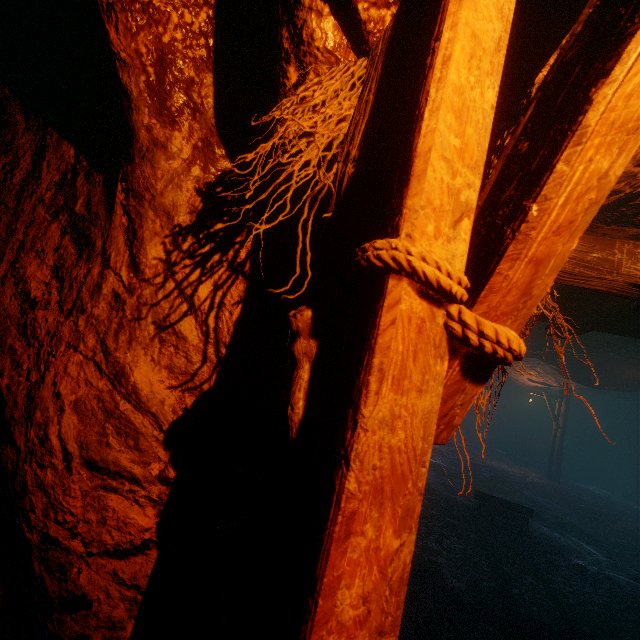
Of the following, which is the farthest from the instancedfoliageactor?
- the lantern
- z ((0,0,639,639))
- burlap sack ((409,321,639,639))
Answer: the lantern

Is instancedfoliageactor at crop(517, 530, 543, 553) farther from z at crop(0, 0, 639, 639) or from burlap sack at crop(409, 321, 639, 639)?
z at crop(0, 0, 639, 639)

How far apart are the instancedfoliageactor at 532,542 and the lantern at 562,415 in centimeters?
1100cm

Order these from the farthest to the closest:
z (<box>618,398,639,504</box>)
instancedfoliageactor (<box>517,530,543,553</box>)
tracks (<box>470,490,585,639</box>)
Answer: z (<box>618,398,639,504</box>) → instancedfoliageactor (<box>517,530,543,553</box>) → tracks (<box>470,490,585,639</box>)

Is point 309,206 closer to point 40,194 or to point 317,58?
point 317,58

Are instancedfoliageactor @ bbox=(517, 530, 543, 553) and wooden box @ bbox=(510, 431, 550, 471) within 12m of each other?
no

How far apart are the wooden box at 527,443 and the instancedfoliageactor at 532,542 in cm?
1402

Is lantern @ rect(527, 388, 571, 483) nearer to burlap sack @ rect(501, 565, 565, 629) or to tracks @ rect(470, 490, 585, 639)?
burlap sack @ rect(501, 565, 565, 629)
